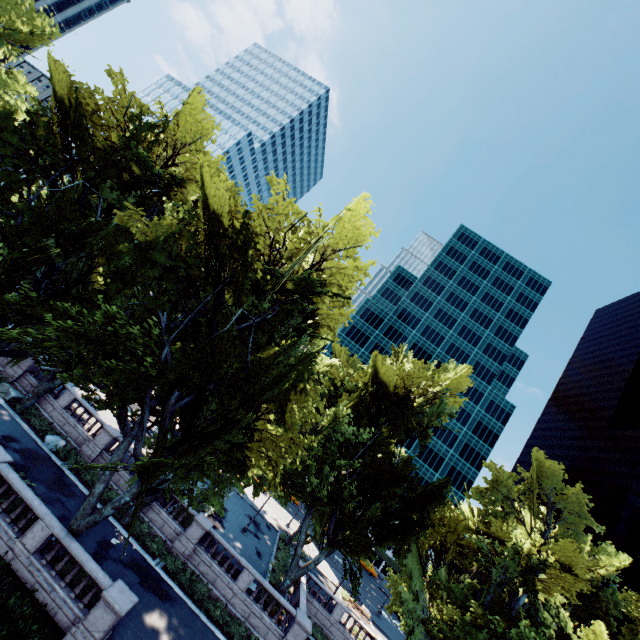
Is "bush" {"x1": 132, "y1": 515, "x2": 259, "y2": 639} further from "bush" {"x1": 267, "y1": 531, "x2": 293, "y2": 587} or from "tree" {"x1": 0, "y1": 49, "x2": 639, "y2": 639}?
"bush" {"x1": 267, "y1": 531, "x2": 293, "y2": 587}

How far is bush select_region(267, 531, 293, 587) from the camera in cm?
2853

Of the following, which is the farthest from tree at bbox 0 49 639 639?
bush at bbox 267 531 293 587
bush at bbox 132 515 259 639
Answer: bush at bbox 132 515 259 639

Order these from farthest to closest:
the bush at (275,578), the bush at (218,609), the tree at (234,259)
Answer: the bush at (275,578), the bush at (218,609), the tree at (234,259)

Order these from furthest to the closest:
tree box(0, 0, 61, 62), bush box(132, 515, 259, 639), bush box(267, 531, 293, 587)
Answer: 1. bush box(267, 531, 293, 587)
2. bush box(132, 515, 259, 639)
3. tree box(0, 0, 61, 62)

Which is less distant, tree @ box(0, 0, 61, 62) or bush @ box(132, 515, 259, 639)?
tree @ box(0, 0, 61, 62)

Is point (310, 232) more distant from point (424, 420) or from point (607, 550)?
point (607, 550)

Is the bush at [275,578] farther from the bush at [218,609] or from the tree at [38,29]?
the bush at [218,609]
